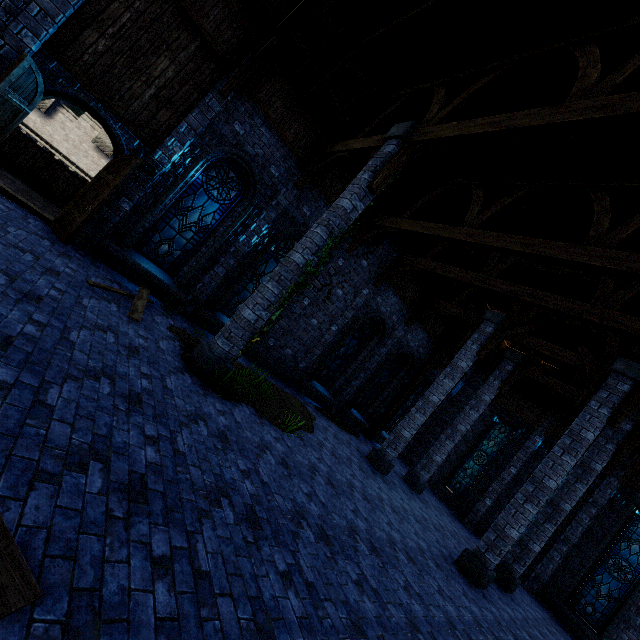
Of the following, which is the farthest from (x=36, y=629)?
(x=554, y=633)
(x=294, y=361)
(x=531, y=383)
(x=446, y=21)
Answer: (x=531, y=383)

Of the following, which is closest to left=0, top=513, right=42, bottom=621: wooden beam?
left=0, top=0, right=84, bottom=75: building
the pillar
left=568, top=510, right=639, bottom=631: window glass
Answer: left=0, top=0, right=84, bottom=75: building

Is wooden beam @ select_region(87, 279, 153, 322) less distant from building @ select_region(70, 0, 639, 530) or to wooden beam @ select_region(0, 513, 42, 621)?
building @ select_region(70, 0, 639, 530)

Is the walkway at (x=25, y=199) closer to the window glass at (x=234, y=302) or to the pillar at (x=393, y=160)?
the window glass at (x=234, y=302)

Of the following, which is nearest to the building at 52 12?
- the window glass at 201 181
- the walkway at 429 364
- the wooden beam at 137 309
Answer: the walkway at 429 364

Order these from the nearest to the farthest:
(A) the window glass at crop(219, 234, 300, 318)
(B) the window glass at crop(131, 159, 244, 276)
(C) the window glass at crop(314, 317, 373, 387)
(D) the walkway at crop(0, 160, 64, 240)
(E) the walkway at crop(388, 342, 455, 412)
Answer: (D) the walkway at crop(0, 160, 64, 240)
(B) the window glass at crop(131, 159, 244, 276)
(A) the window glass at crop(219, 234, 300, 318)
(C) the window glass at crop(314, 317, 373, 387)
(E) the walkway at crop(388, 342, 455, 412)

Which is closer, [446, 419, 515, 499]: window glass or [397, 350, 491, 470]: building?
[446, 419, 515, 499]: window glass

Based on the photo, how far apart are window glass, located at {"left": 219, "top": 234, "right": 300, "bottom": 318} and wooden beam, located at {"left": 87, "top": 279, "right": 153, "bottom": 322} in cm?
253
